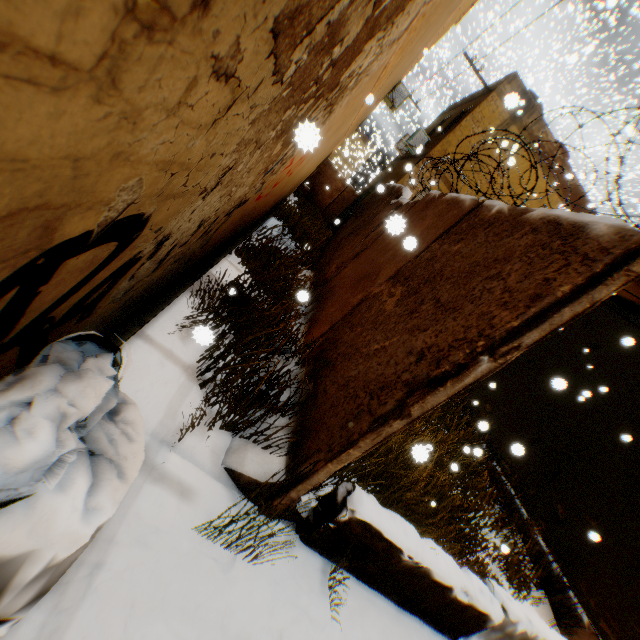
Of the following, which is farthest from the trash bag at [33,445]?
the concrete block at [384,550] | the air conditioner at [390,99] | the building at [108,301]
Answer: the air conditioner at [390,99]

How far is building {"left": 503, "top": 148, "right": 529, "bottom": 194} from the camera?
12.9 meters

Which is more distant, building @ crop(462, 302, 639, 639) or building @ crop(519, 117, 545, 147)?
building @ crop(519, 117, 545, 147)

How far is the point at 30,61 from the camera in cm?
37

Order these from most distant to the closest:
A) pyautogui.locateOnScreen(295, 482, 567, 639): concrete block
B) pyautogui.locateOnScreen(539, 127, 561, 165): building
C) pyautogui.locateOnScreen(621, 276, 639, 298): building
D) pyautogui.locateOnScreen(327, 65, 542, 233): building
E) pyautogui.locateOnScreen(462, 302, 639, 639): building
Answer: pyautogui.locateOnScreen(539, 127, 561, 165): building < pyautogui.locateOnScreen(327, 65, 542, 233): building < pyautogui.locateOnScreen(621, 276, 639, 298): building < pyautogui.locateOnScreen(462, 302, 639, 639): building < pyautogui.locateOnScreen(295, 482, 567, 639): concrete block

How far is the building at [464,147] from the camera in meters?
12.7
